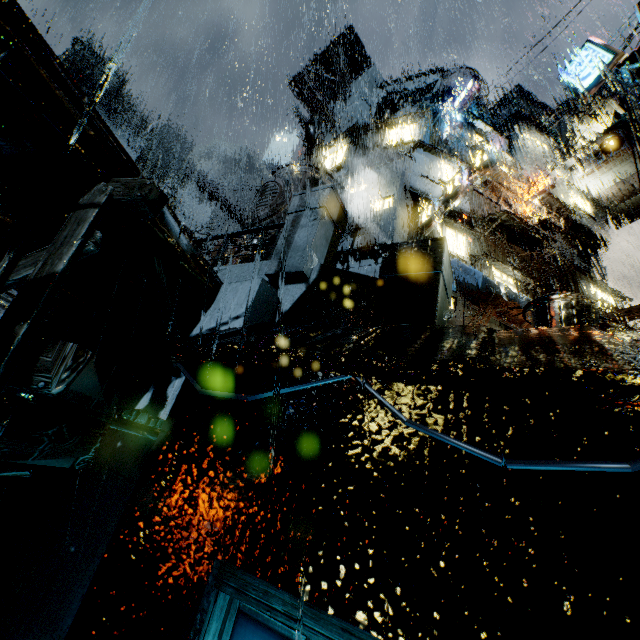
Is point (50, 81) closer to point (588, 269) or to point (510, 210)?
point (510, 210)

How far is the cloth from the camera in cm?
1405

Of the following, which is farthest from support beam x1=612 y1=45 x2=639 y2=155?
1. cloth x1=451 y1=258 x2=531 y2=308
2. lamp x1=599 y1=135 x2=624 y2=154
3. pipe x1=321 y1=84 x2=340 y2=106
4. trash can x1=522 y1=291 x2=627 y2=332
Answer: pipe x1=321 y1=84 x2=340 y2=106

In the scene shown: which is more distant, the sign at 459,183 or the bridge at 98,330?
the sign at 459,183

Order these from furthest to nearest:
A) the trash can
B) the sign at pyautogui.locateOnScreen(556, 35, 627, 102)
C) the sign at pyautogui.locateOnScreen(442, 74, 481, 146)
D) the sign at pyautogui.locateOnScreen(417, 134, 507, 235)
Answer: the sign at pyautogui.locateOnScreen(442, 74, 481, 146) → the sign at pyautogui.locateOnScreen(417, 134, 507, 235) → the sign at pyautogui.locateOnScreen(556, 35, 627, 102) → the trash can

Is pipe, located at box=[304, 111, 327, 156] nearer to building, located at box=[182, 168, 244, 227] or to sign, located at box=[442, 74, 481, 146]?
building, located at box=[182, 168, 244, 227]

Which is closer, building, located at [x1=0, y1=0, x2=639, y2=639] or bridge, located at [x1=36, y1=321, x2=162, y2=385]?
building, located at [x1=0, y1=0, x2=639, y2=639]

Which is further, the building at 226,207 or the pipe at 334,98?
the building at 226,207
